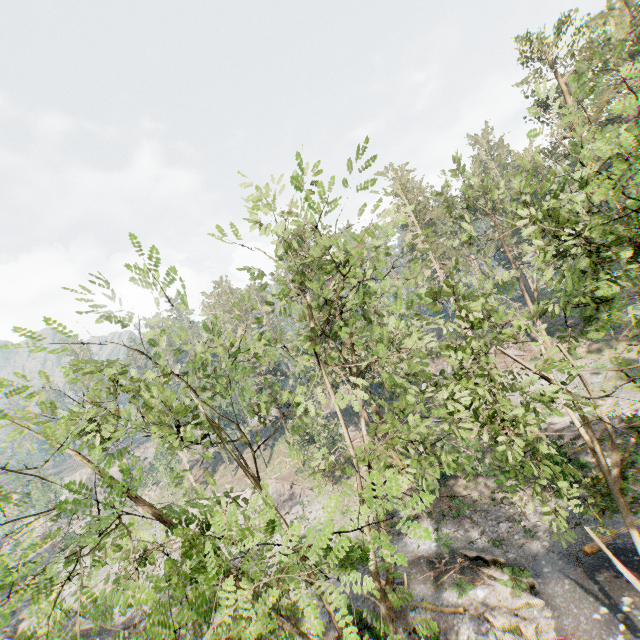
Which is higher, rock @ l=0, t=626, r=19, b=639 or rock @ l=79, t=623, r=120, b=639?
rock @ l=0, t=626, r=19, b=639

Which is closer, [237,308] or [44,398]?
[44,398]

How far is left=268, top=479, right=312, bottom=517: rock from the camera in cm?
3472

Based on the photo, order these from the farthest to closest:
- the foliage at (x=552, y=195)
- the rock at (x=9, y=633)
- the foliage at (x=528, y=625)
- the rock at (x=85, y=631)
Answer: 1. the rock at (x=85, y=631)
2. the rock at (x=9, y=633)
3. the foliage at (x=528, y=625)
4. the foliage at (x=552, y=195)

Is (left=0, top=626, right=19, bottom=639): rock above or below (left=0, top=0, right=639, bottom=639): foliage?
below

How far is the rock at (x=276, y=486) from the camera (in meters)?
34.72

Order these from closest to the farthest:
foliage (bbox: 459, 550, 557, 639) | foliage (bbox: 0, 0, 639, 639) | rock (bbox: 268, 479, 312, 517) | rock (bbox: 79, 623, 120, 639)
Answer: foliage (bbox: 0, 0, 639, 639) → foliage (bbox: 459, 550, 557, 639) → rock (bbox: 79, 623, 120, 639) → rock (bbox: 268, 479, 312, 517)
